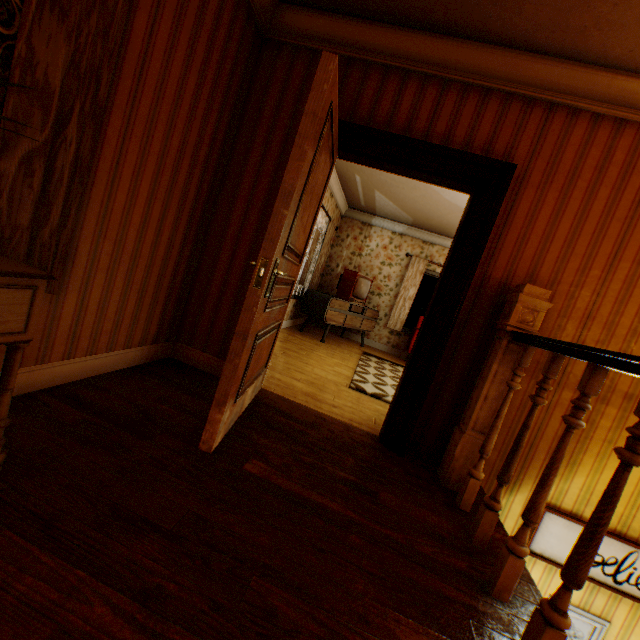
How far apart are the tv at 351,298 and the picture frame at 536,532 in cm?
444

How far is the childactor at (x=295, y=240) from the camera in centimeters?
168cm

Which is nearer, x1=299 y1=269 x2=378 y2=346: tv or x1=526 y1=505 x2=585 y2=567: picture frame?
x1=526 y1=505 x2=585 y2=567: picture frame

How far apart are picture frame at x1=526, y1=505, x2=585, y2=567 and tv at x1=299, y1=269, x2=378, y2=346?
4.4 meters

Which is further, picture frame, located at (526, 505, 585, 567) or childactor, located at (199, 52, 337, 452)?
picture frame, located at (526, 505, 585, 567)

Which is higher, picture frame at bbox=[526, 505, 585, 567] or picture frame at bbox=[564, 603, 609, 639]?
picture frame at bbox=[526, 505, 585, 567]

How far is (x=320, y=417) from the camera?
2.89m

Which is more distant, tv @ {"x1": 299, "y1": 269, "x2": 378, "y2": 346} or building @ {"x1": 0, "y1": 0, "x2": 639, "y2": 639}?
tv @ {"x1": 299, "y1": 269, "x2": 378, "y2": 346}
